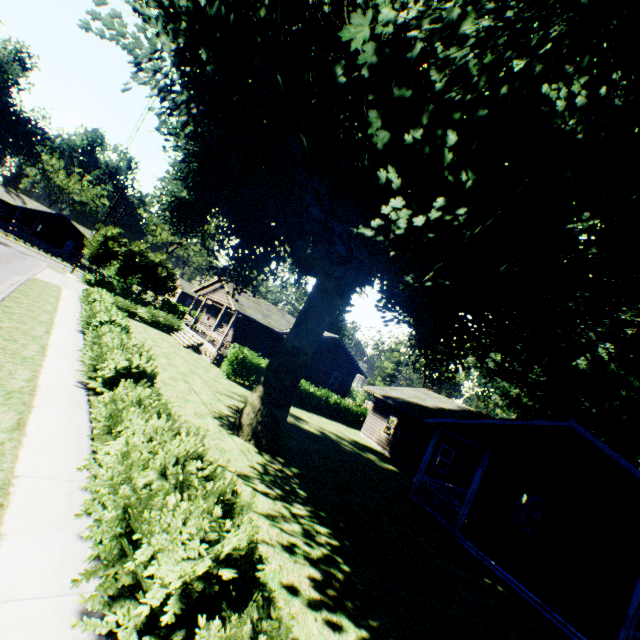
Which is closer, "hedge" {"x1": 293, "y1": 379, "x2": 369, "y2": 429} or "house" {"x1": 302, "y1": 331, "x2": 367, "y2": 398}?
"hedge" {"x1": 293, "y1": 379, "x2": 369, "y2": 429}

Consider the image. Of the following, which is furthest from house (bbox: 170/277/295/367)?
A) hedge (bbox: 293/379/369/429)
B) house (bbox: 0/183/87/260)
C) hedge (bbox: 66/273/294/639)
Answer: house (bbox: 0/183/87/260)

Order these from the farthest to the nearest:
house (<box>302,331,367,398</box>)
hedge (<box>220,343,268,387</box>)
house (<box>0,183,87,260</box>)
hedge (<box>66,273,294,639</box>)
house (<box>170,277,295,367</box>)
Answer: house (<box>0,183,87,260</box>) → house (<box>302,331,367,398</box>) → house (<box>170,277,295,367</box>) → hedge (<box>220,343,268,387</box>) → hedge (<box>66,273,294,639</box>)

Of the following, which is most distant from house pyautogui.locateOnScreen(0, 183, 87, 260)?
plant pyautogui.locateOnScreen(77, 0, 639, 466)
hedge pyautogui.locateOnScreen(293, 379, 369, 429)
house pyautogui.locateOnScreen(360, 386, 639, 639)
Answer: house pyautogui.locateOnScreen(360, 386, 639, 639)

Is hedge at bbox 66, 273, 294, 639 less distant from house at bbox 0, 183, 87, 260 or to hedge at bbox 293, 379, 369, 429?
hedge at bbox 293, 379, 369, 429

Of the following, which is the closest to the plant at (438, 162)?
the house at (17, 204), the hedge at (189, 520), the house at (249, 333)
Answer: the house at (249, 333)

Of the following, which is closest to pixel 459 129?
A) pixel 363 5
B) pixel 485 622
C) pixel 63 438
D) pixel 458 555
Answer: pixel 363 5

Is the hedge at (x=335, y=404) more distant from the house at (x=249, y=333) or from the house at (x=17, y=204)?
the house at (x=17, y=204)
